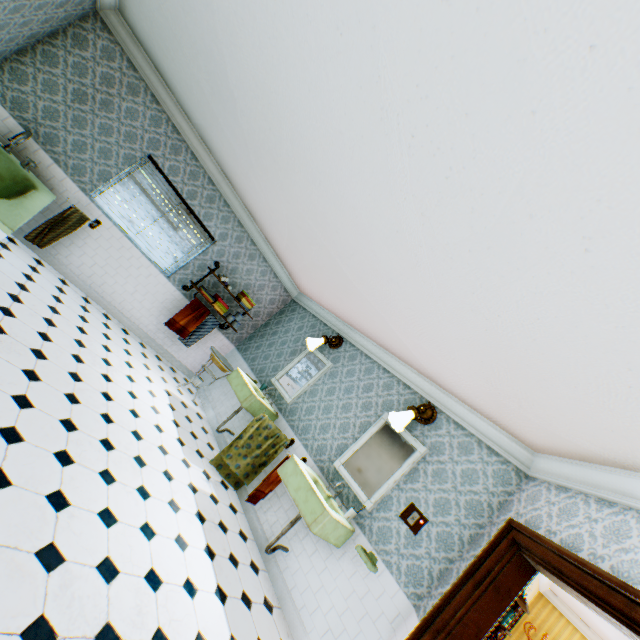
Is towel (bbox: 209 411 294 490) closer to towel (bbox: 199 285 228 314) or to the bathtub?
towel (bbox: 199 285 228 314)

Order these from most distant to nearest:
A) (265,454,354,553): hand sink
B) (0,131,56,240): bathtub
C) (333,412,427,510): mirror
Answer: (333,412,427,510): mirror → (265,454,354,553): hand sink → (0,131,56,240): bathtub

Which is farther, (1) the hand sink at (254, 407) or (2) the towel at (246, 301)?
(2) the towel at (246, 301)

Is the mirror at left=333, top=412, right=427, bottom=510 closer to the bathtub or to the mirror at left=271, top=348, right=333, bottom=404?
the mirror at left=271, top=348, right=333, bottom=404

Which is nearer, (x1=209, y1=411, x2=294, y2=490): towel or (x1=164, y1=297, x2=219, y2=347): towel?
(x1=209, y1=411, x2=294, y2=490): towel

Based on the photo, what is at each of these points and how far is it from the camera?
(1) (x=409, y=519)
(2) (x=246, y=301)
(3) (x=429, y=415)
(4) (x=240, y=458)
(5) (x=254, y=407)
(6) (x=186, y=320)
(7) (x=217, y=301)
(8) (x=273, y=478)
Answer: (1) light switch, 3.6 meters
(2) towel, 6.7 meters
(3) wall light, 4.3 meters
(4) towel, 4.8 meters
(5) hand sink, 5.1 meters
(6) towel, 6.3 meters
(7) towel, 6.4 meters
(8) towel, 4.3 meters

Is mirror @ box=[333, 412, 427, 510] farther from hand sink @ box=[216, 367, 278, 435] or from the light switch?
hand sink @ box=[216, 367, 278, 435]

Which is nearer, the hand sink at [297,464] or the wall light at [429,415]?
the hand sink at [297,464]
